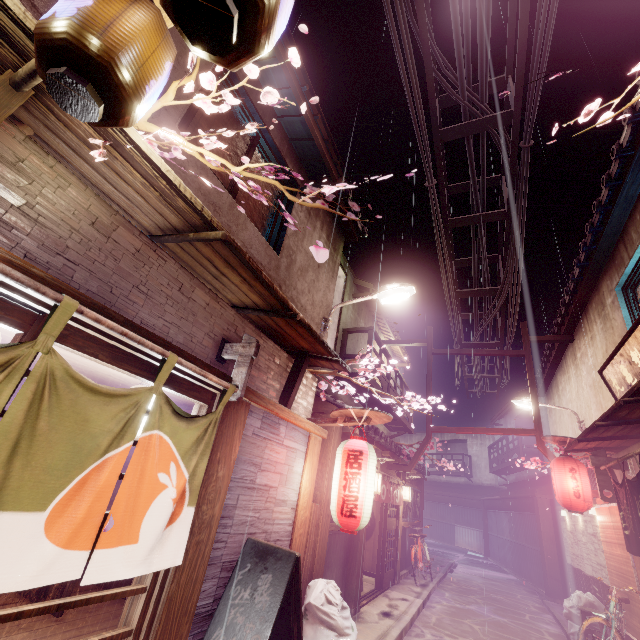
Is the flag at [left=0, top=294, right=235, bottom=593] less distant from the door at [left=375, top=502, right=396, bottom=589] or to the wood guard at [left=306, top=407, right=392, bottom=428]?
the wood guard at [left=306, top=407, right=392, bottom=428]

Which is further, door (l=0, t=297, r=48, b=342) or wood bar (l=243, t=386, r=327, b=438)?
wood bar (l=243, t=386, r=327, b=438)

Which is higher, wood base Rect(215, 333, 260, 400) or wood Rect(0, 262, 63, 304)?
wood base Rect(215, 333, 260, 400)

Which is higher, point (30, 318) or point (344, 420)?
point (344, 420)

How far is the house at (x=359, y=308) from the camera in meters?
17.3 m

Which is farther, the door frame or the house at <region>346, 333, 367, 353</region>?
the house at <region>346, 333, 367, 353</region>

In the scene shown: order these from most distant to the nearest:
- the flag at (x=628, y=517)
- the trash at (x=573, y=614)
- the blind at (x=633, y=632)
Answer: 1. the trash at (x=573, y=614)
2. the blind at (x=633, y=632)
3. the flag at (x=628, y=517)

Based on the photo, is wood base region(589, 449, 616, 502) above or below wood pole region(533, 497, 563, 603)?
above
